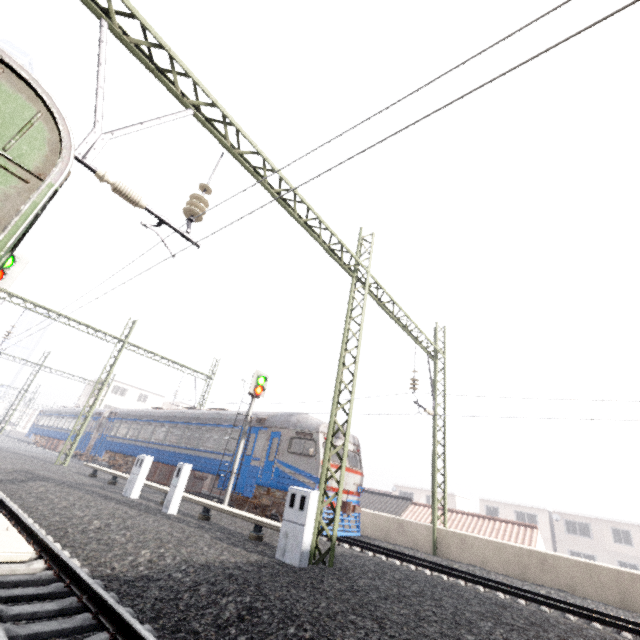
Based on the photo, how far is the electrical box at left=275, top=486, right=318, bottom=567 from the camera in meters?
6.9 m

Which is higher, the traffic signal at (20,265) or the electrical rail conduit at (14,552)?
the traffic signal at (20,265)

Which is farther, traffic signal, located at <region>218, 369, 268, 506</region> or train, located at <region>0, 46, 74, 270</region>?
traffic signal, located at <region>218, 369, 268, 506</region>

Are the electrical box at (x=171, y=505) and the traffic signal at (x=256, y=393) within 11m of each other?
yes

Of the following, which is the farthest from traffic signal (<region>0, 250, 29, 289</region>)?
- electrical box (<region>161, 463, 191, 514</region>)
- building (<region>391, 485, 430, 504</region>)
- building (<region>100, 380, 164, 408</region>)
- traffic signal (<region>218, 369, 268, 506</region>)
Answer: building (<region>391, 485, 430, 504</region>)

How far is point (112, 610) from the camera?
3.5m

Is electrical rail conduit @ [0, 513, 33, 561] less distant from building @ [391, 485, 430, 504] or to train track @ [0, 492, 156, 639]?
train track @ [0, 492, 156, 639]

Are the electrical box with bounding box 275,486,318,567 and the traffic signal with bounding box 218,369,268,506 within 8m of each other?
yes
